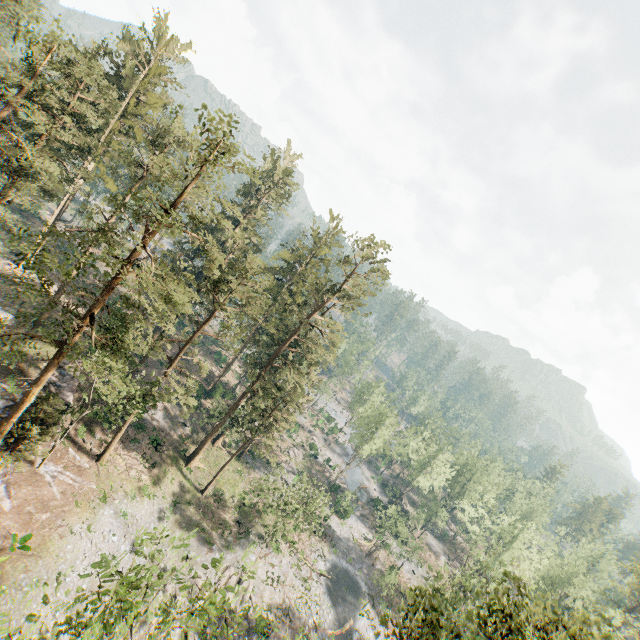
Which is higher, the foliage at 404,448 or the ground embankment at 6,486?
the foliage at 404,448

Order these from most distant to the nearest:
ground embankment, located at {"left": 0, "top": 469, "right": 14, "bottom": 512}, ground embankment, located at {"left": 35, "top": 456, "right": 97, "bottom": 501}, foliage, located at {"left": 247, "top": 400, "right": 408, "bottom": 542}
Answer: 1. foliage, located at {"left": 247, "top": 400, "right": 408, "bottom": 542}
2. ground embankment, located at {"left": 35, "top": 456, "right": 97, "bottom": 501}
3. ground embankment, located at {"left": 0, "top": 469, "right": 14, "bottom": 512}

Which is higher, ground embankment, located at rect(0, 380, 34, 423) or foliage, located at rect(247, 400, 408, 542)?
foliage, located at rect(247, 400, 408, 542)

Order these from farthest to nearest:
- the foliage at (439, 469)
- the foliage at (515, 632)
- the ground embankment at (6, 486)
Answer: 1. the foliage at (439, 469)
2. the ground embankment at (6, 486)
3. the foliage at (515, 632)

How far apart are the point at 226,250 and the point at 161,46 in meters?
25.3 m

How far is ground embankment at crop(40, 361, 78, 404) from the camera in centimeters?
2939cm

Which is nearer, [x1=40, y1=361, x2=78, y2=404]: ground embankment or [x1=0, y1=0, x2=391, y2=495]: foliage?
[x1=0, y1=0, x2=391, y2=495]: foliage
